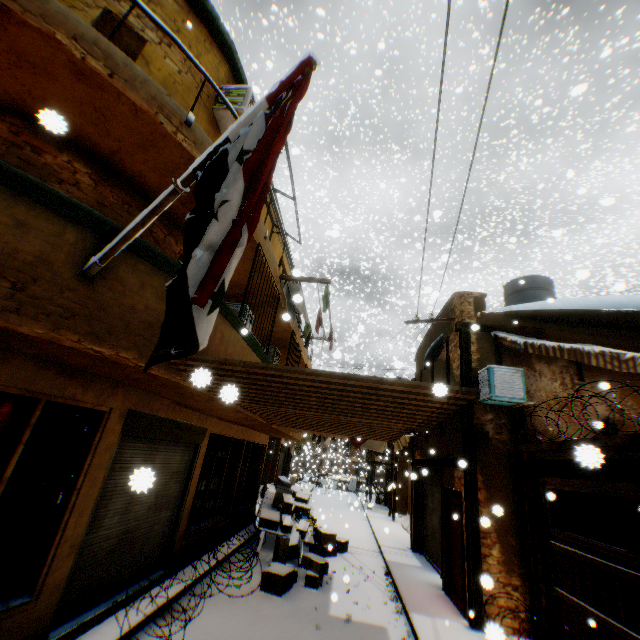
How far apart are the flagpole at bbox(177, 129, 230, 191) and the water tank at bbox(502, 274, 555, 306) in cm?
1185

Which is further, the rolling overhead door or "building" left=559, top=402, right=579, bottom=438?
the rolling overhead door

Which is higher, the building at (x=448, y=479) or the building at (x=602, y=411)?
the building at (x=602, y=411)

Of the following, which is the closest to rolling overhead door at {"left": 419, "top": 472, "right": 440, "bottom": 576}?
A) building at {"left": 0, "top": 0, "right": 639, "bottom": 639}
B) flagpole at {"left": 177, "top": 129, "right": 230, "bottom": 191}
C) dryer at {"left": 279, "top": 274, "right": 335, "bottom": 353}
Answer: building at {"left": 0, "top": 0, "right": 639, "bottom": 639}

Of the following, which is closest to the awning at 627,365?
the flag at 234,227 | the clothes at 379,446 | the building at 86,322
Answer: the building at 86,322

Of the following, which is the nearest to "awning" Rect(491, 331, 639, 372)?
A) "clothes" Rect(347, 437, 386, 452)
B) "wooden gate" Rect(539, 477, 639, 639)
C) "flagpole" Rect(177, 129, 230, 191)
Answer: "wooden gate" Rect(539, 477, 639, 639)

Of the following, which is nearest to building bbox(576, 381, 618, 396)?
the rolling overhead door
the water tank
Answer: the rolling overhead door

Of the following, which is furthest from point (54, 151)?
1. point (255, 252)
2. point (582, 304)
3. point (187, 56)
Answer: point (582, 304)
